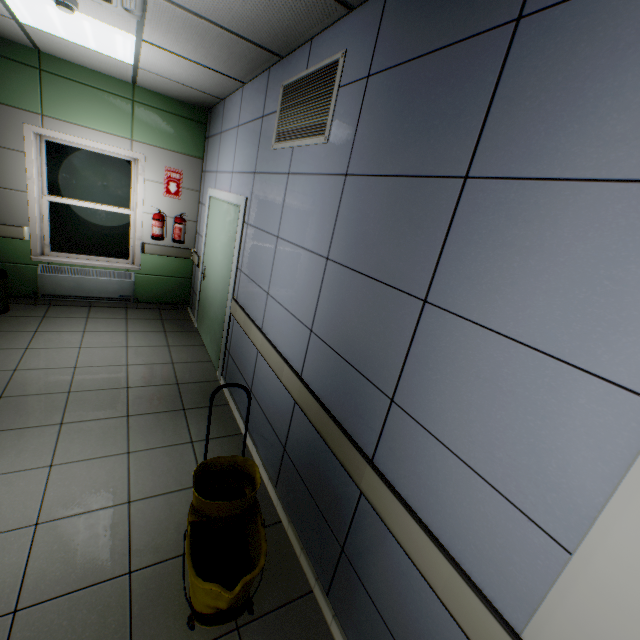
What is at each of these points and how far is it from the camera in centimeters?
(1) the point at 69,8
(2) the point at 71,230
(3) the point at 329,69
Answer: (1) fire alarm, 241cm
(2) window, 480cm
(3) ventilation grill, 200cm

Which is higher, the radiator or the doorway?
the doorway

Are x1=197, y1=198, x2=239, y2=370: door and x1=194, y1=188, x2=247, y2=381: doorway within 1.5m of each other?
yes

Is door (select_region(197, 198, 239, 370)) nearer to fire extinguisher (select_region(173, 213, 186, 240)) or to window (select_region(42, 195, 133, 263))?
fire extinguisher (select_region(173, 213, 186, 240))

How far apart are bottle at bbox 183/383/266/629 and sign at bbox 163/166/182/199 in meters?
4.3 m

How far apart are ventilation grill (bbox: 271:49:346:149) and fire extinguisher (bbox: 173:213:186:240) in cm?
307

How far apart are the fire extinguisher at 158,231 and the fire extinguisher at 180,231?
0.2m

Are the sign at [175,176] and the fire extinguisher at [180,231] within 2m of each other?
Answer: yes
